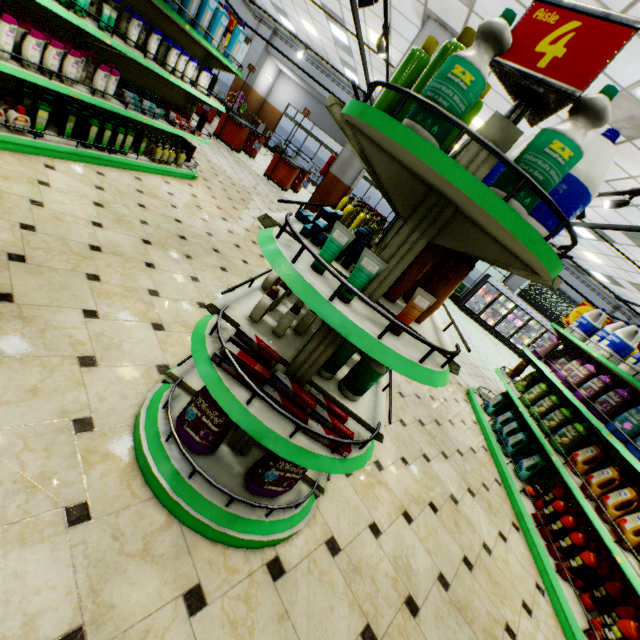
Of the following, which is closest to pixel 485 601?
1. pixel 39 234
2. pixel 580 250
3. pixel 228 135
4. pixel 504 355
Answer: pixel 39 234

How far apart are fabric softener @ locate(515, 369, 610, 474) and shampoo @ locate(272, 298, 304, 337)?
3.9m

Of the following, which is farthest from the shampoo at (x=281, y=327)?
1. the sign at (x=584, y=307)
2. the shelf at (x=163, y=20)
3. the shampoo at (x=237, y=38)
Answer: the sign at (x=584, y=307)

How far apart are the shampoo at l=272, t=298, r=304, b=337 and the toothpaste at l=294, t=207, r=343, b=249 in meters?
0.4

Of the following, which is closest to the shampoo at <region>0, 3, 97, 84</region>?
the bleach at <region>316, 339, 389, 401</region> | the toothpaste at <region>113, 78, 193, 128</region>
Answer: the toothpaste at <region>113, 78, 193, 128</region>

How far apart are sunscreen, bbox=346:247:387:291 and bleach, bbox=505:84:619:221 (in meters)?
0.44

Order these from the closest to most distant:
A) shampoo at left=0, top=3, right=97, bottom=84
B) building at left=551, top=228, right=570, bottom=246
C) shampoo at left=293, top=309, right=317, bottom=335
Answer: shampoo at left=293, top=309, right=317, bottom=335 → shampoo at left=0, top=3, right=97, bottom=84 → building at left=551, top=228, right=570, bottom=246

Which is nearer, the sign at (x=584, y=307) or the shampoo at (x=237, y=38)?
the shampoo at (x=237, y=38)
